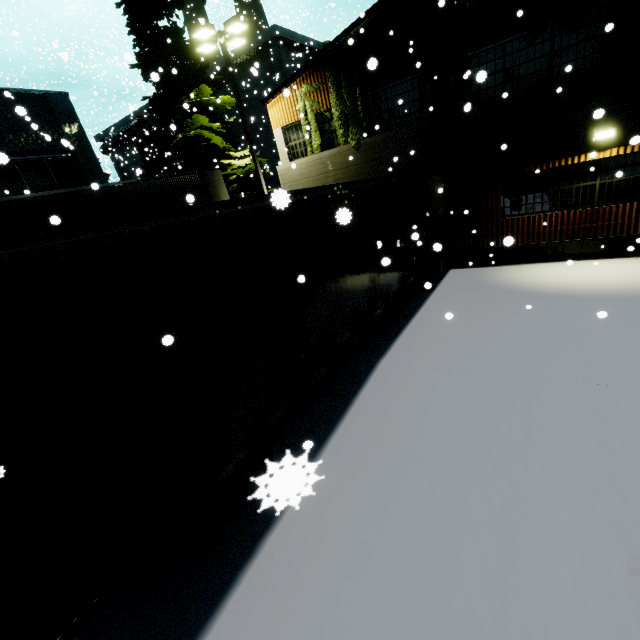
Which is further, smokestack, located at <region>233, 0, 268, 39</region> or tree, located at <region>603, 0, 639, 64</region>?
smokestack, located at <region>233, 0, 268, 39</region>

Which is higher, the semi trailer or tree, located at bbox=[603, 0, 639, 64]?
tree, located at bbox=[603, 0, 639, 64]

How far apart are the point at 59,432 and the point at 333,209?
4.7m

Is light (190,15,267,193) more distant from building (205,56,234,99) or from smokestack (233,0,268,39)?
smokestack (233,0,268,39)

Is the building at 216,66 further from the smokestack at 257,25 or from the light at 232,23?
the light at 232,23

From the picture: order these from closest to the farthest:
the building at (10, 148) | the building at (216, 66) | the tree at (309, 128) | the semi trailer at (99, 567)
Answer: the semi trailer at (99, 567) → the building at (10, 148) → the tree at (309, 128) → the building at (216, 66)

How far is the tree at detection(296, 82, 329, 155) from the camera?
13.1m

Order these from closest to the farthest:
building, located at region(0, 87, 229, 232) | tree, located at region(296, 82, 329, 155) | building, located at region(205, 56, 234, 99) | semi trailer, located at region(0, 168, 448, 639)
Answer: semi trailer, located at region(0, 168, 448, 639) → building, located at region(0, 87, 229, 232) → tree, located at region(296, 82, 329, 155) → building, located at region(205, 56, 234, 99)
